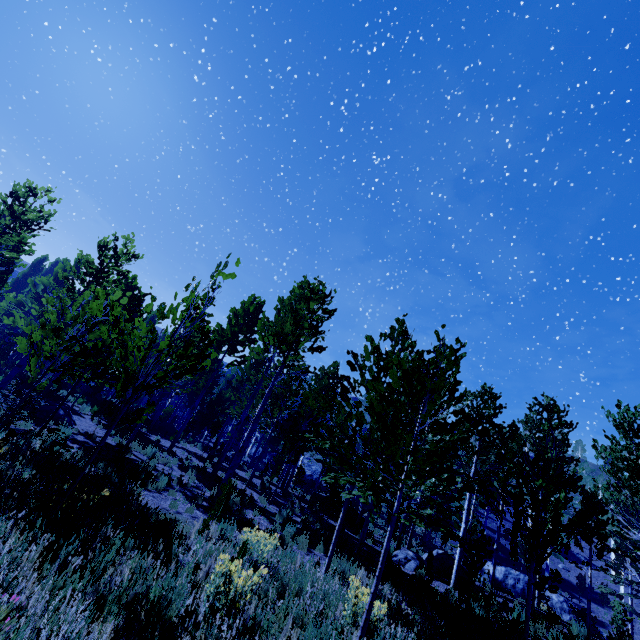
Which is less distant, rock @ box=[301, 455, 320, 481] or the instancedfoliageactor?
the instancedfoliageactor

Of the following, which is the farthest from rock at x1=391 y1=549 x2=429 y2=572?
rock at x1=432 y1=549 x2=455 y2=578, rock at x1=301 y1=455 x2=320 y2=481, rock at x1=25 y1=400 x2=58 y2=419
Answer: rock at x1=301 y1=455 x2=320 y2=481

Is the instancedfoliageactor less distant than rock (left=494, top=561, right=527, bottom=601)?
Yes

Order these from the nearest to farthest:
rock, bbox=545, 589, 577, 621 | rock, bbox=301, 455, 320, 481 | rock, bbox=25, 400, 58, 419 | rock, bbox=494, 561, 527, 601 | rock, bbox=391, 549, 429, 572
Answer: rock, bbox=391, 549, 429, 572
rock, bbox=25, 400, 58, 419
rock, bbox=545, 589, 577, 621
rock, bbox=494, 561, 527, 601
rock, bbox=301, 455, 320, 481

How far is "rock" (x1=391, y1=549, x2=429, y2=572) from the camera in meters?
12.2 m

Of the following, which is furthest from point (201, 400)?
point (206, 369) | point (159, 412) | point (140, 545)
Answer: point (140, 545)

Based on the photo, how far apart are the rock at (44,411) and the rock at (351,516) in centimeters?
1334cm

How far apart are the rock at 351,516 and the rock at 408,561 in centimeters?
341cm
